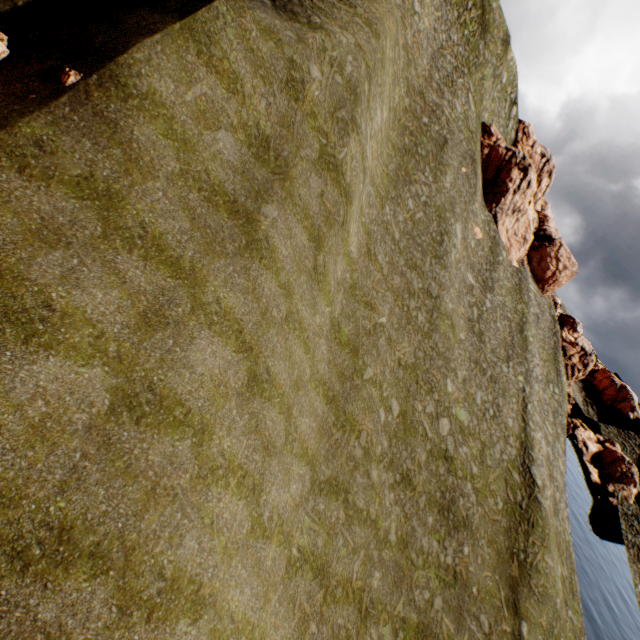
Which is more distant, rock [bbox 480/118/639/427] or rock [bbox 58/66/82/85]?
rock [bbox 480/118/639/427]

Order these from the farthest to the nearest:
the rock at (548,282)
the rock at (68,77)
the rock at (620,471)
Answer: the rock at (620,471) → the rock at (548,282) → the rock at (68,77)

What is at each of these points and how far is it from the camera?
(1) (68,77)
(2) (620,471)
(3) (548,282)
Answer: (1) rock, 9.0 meters
(2) rock, 45.5 meters
(3) rock, 44.8 meters

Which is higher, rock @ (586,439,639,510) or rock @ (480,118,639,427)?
rock @ (480,118,639,427)

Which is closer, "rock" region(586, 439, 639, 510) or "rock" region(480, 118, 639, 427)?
"rock" region(480, 118, 639, 427)

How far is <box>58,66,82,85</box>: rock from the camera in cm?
902

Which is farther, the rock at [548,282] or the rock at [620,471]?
the rock at [620,471]
